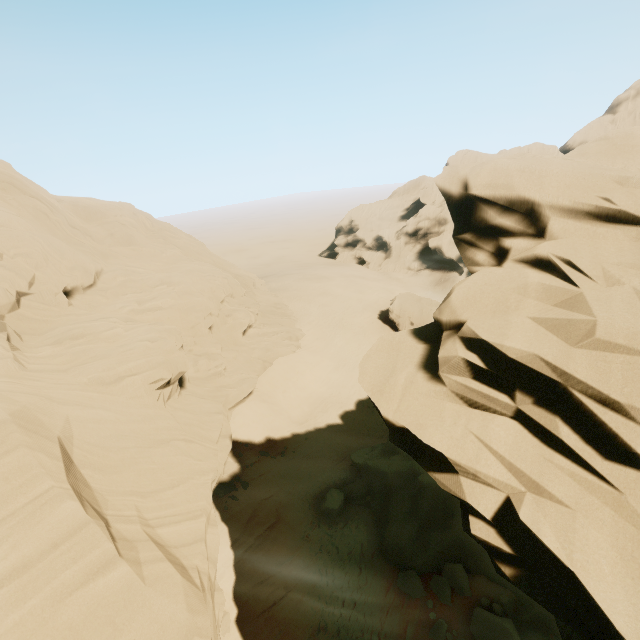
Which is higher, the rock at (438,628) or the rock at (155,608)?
the rock at (155,608)

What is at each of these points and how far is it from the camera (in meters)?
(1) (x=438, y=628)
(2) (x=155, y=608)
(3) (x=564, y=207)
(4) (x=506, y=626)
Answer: (1) rock, 13.07
(2) rock, 8.10
(3) rock, 5.64
(4) rock, 11.84

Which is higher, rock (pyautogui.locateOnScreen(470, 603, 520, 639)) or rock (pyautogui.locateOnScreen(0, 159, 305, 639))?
rock (pyautogui.locateOnScreen(0, 159, 305, 639))

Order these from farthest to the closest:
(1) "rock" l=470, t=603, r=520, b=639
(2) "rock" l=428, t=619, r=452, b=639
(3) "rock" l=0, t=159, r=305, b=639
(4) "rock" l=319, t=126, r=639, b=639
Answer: (2) "rock" l=428, t=619, r=452, b=639 → (1) "rock" l=470, t=603, r=520, b=639 → (3) "rock" l=0, t=159, r=305, b=639 → (4) "rock" l=319, t=126, r=639, b=639

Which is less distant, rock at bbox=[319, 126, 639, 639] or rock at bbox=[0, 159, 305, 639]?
rock at bbox=[319, 126, 639, 639]

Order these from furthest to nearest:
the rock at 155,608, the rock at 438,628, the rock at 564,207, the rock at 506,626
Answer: the rock at 438,628, the rock at 506,626, the rock at 155,608, the rock at 564,207
